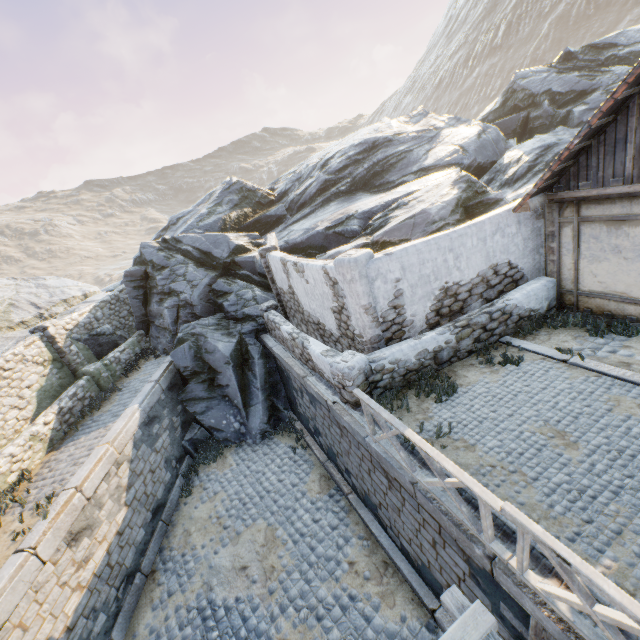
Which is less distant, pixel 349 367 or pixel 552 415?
pixel 552 415

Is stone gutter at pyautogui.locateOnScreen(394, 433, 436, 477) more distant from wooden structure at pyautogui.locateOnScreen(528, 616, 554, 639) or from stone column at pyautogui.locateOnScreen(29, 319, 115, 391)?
stone column at pyautogui.locateOnScreen(29, 319, 115, 391)

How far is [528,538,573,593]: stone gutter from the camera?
3.7 meters

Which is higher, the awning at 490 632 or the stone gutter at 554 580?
the stone gutter at 554 580

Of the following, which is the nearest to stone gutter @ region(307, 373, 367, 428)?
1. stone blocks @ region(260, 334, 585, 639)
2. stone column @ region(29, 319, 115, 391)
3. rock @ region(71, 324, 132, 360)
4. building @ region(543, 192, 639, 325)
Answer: stone blocks @ region(260, 334, 585, 639)

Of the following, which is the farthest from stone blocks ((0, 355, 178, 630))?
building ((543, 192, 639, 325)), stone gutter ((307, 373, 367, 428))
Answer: building ((543, 192, 639, 325))

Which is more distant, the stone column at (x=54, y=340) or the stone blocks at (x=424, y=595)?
the stone column at (x=54, y=340)

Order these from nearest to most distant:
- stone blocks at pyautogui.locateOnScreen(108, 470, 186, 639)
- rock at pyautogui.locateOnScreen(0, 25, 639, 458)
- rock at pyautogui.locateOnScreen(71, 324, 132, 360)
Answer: stone blocks at pyautogui.locateOnScreen(108, 470, 186, 639), rock at pyautogui.locateOnScreen(0, 25, 639, 458), rock at pyautogui.locateOnScreen(71, 324, 132, 360)
